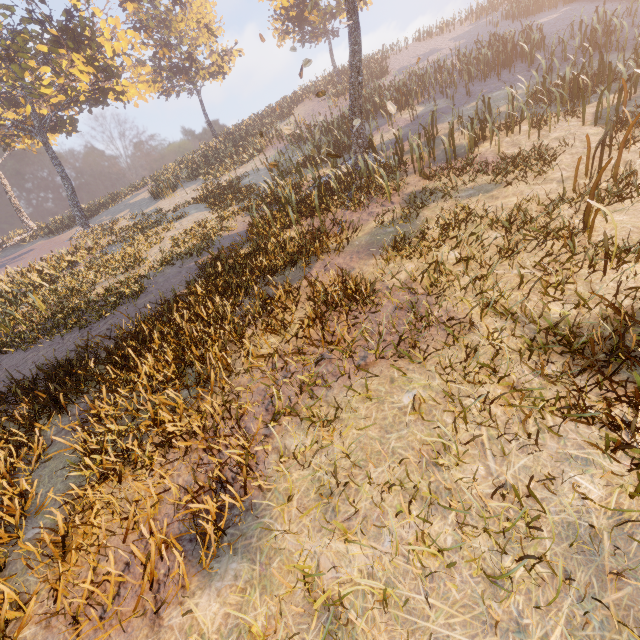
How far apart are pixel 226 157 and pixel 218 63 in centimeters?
1119cm
